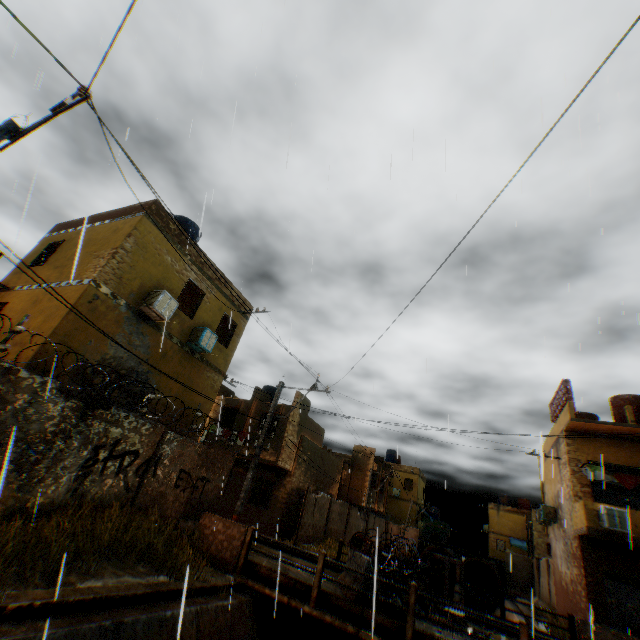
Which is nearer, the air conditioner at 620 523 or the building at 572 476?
the air conditioner at 620 523

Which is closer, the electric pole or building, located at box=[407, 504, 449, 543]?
the electric pole

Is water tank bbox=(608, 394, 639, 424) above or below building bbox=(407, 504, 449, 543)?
above

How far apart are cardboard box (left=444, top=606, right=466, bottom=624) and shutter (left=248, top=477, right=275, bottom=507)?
12.0m

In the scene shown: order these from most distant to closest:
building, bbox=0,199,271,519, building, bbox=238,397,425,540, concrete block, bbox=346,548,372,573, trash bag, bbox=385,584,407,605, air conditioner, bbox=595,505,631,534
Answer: building, bbox=238,397,425,540
air conditioner, bbox=595,505,631,534
building, bbox=0,199,271,519
concrete block, bbox=346,548,372,573
trash bag, bbox=385,584,407,605

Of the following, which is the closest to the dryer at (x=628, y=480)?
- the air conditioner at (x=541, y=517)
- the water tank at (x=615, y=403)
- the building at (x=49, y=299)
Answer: the building at (x=49, y=299)

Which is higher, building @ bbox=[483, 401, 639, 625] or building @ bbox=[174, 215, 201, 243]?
building @ bbox=[174, 215, 201, 243]

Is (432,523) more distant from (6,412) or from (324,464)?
(6,412)
